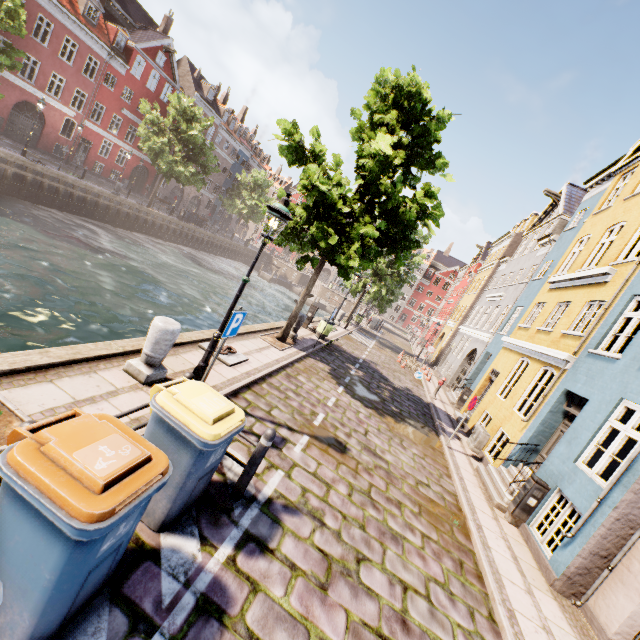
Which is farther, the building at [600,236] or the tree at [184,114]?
the tree at [184,114]

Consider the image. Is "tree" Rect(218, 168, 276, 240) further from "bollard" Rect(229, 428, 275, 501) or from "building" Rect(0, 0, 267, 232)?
"bollard" Rect(229, 428, 275, 501)

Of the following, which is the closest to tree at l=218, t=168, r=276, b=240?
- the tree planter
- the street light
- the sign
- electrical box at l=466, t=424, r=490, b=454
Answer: the street light

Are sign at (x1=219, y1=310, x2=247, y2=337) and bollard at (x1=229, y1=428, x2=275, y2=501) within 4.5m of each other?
yes

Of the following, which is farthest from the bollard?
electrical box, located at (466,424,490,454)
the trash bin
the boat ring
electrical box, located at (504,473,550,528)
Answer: electrical box, located at (466,424,490,454)

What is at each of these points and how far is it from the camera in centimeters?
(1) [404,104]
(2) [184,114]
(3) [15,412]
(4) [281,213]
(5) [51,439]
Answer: (1) tree, 979cm
(2) tree, 2894cm
(3) tree planter, 370cm
(4) street light, 530cm
(5) trash bin, 223cm

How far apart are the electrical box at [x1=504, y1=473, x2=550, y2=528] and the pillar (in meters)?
8.45

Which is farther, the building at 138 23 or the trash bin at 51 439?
the building at 138 23
